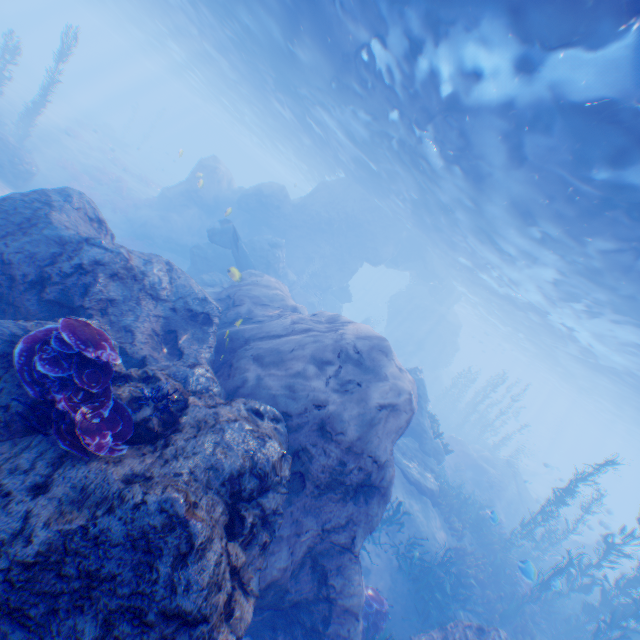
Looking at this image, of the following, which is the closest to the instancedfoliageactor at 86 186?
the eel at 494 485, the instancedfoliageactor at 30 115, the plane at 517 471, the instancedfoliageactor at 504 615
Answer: the instancedfoliageactor at 30 115

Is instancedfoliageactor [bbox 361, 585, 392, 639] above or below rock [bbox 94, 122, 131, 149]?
below

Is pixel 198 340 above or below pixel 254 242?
below

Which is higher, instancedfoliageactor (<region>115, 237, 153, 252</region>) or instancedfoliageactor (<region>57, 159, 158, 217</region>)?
instancedfoliageactor (<region>57, 159, 158, 217</region>)

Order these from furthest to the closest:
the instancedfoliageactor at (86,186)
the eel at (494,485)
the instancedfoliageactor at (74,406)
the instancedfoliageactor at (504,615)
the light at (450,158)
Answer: the instancedfoliageactor at (86,186) → the eel at (494,485) → the instancedfoliageactor at (504,615) → the light at (450,158) → the instancedfoliageactor at (74,406)

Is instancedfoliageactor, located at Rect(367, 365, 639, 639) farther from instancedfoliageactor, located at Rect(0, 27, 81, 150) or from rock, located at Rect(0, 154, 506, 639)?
instancedfoliageactor, located at Rect(0, 27, 81, 150)

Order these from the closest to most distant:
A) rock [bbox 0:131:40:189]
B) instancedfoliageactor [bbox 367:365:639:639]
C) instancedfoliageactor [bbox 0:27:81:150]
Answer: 1. instancedfoliageactor [bbox 367:365:639:639]
2. rock [bbox 0:131:40:189]
3. instancedfoliageactor [bbox 0:27:81:150]

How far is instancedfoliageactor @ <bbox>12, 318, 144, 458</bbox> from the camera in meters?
3.7 m
